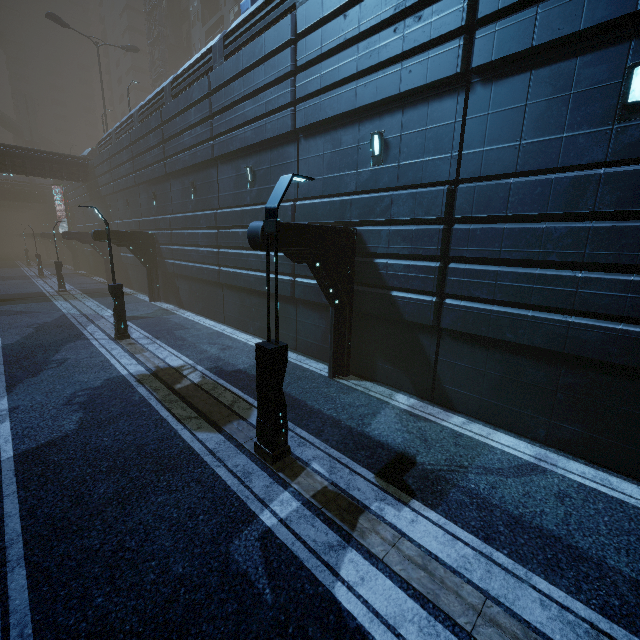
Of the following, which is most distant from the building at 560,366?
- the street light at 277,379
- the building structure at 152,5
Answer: the street light at 277,379

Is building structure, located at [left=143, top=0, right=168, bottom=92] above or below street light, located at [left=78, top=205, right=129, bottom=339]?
above

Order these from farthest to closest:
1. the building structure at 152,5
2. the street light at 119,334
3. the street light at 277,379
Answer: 1. the building structure at 152,5
2. the street light at 119,334
3. the street light at 277,379

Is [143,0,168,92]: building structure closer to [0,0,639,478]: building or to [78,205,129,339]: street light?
[0,0,639,478]: building

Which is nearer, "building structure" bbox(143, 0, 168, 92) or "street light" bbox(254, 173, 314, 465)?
"street light" bbox(254, 173, 314, 465)

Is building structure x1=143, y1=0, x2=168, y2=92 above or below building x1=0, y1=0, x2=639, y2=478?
above

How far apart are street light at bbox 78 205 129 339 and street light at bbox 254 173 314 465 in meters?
10.6 m

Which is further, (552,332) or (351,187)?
(351,187)
